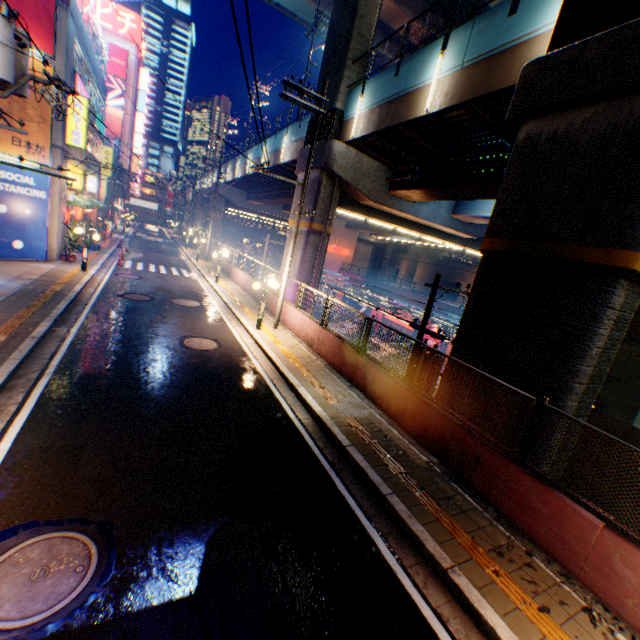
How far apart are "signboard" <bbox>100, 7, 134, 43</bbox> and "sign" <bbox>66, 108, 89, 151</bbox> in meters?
51.7 m

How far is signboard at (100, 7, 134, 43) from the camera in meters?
49.8 m

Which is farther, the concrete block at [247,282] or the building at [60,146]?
the concrete block at [247,282]

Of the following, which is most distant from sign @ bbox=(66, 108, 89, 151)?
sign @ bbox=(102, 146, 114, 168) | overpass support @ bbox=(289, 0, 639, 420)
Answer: sign @ bbox=(102, 146, 114, 168)

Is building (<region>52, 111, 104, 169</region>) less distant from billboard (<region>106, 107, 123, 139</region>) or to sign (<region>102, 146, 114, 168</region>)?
sign (<region>102, 146, 114, 168</region>)

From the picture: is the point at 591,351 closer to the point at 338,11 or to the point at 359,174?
the point at 359,174

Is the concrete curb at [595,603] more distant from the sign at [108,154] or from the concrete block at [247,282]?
the sign at [108,154]

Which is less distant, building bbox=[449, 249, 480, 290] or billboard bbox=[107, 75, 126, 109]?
billboard bbox=[107, 75, 126, 109]
